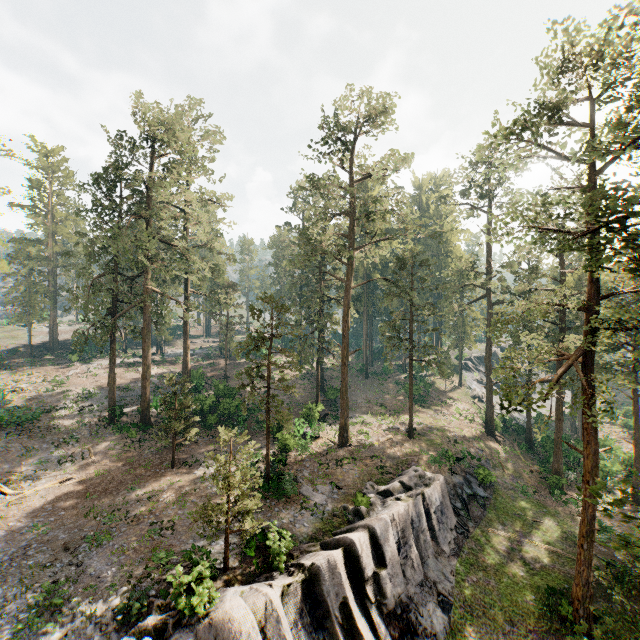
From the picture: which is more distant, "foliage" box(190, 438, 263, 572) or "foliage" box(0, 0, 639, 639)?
"foliage" box(0, 0, 639, 639)

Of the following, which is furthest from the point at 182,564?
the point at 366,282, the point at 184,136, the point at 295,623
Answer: the point at 184,136

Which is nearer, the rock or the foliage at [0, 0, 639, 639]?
the rock

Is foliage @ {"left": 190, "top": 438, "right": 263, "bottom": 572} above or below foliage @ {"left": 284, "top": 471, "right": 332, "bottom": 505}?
above

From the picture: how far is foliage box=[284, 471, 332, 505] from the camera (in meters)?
21.91

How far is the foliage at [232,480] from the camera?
14.8m

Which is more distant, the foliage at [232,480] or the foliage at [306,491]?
the foliage at [306,491]
